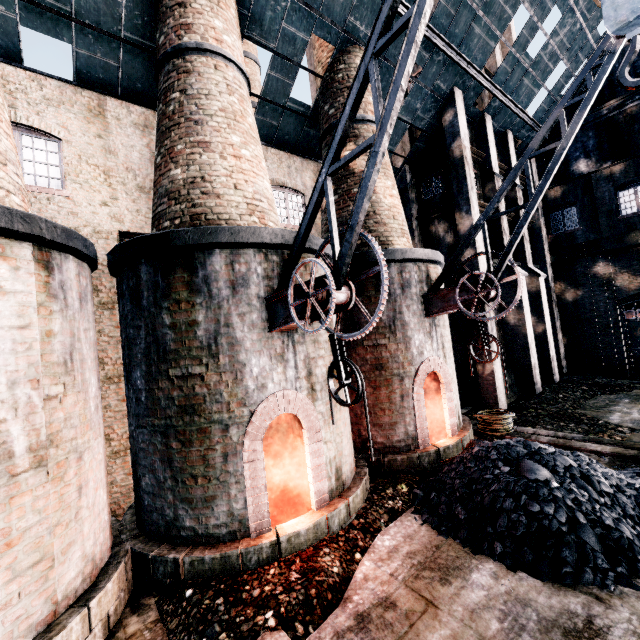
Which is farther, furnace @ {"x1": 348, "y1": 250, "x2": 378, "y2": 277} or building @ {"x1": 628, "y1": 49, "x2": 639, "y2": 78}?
building @ {"x1": 628, "y1": 49, "x2": 639, "y2": 78}

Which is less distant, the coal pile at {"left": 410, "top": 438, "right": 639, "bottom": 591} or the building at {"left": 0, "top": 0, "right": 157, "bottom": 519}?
the coal pile at {"left": 410, "top": 438, "right": 639, "bottom": 591}

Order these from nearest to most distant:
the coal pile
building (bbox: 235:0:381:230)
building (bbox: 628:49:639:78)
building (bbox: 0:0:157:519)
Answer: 1. the coal pile
2. building (bbox: 0:0:157:519)
3. building (bbox: 235:0:381:230)
4. building (bbox: 628:49:639:78)

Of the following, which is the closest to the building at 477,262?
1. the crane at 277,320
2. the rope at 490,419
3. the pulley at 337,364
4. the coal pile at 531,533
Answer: the rope at 490,419

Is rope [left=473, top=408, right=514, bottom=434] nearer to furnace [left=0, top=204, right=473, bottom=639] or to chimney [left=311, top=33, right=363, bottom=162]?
furnace [left=0, top=204, right=473, bottom=639]

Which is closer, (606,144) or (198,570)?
(198,570)

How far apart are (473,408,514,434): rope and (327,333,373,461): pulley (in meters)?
9.24

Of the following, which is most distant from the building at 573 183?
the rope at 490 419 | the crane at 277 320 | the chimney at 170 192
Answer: the crane at 277 320
